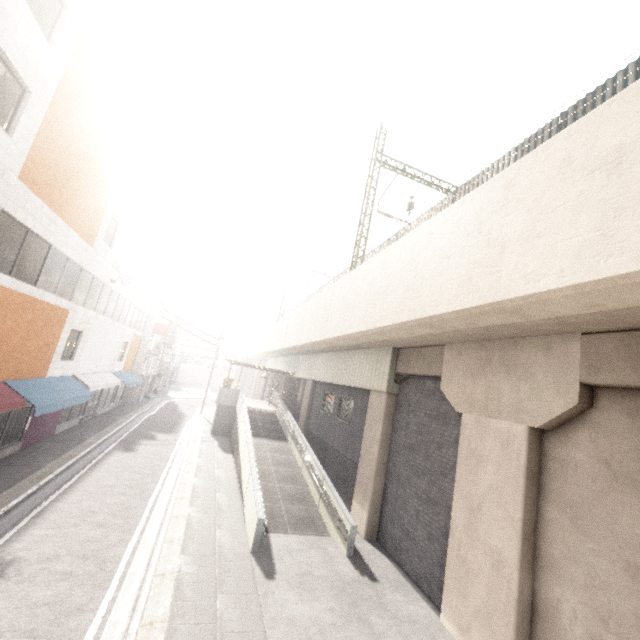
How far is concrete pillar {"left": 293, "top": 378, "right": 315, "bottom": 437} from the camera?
21.36m

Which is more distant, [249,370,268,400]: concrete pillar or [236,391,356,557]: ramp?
[249,370,268,400]: concrete pillar

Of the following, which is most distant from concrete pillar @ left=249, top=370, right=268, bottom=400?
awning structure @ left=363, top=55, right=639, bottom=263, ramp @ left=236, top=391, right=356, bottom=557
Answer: ramp @ left=236, top=391, right=356, bottom=557

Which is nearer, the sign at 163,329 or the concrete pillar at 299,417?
the concrete pillar at 299,417

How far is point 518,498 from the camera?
6.8 meters

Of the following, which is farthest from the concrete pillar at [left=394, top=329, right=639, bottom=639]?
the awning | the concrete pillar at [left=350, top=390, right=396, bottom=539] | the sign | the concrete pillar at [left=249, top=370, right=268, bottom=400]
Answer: the concrete pillar at [left=249, top=370, right=268, bottom=400]

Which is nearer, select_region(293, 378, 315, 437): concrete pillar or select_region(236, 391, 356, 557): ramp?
select_region(236, 391, 356, 557): ramp

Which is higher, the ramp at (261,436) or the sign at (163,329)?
the sign at (163,329)
